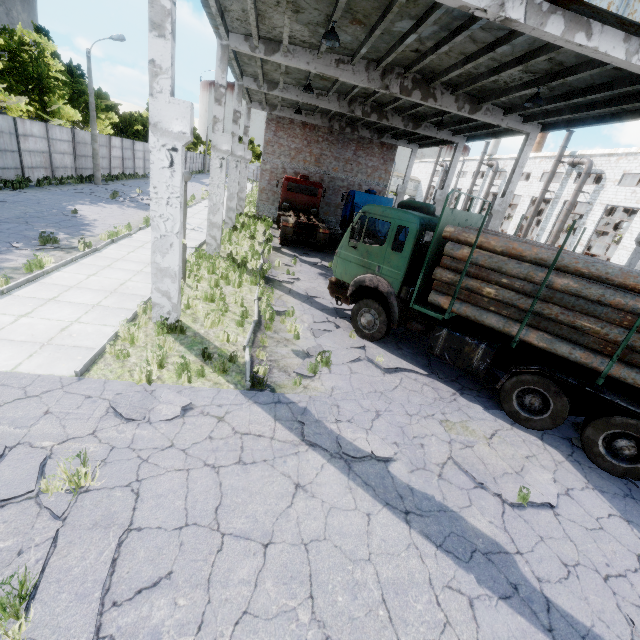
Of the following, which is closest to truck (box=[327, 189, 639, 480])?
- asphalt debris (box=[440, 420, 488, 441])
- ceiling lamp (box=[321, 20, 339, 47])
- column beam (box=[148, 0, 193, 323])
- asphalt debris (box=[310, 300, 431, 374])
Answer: asphalt debris (box=[310, 300, 431, 374])

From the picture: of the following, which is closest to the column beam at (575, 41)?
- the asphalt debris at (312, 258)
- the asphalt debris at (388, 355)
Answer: the asphalt debris at (388, 355)

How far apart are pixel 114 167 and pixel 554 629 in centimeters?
4114cm

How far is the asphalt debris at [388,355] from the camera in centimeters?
827cm

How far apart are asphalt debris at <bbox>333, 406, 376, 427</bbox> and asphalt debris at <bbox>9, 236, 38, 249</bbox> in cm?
1114

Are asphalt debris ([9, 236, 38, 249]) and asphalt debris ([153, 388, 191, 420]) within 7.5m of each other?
no

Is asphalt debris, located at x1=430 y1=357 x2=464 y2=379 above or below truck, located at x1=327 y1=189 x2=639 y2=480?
below
